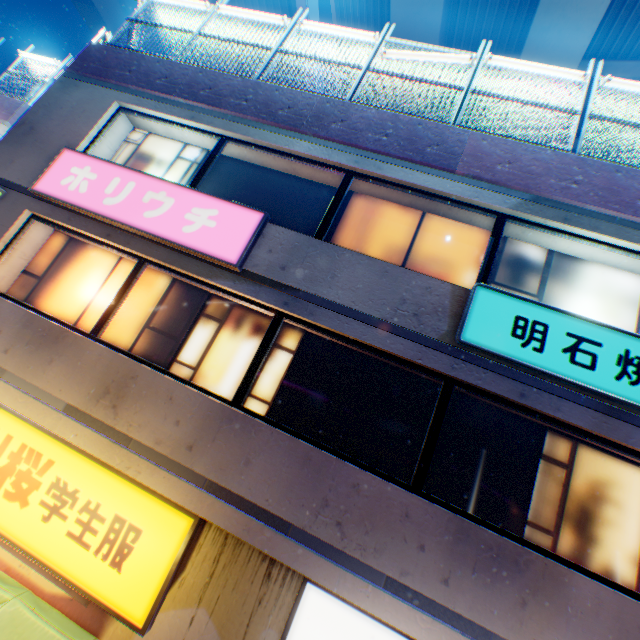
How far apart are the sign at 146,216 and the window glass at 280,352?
0.57m

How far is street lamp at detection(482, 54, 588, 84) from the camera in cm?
614

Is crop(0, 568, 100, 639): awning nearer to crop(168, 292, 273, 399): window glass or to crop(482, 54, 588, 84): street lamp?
crop(168, 292, 273, 399): window glass

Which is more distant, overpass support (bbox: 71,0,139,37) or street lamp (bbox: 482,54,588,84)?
overpass support (bbox: 71,0,139,37)

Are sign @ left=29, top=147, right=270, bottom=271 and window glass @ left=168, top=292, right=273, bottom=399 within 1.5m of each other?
yes

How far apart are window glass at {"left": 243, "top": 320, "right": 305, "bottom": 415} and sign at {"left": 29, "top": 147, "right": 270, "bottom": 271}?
0.6 meters

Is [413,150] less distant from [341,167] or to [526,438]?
[341,167]

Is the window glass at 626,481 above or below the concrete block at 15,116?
below
